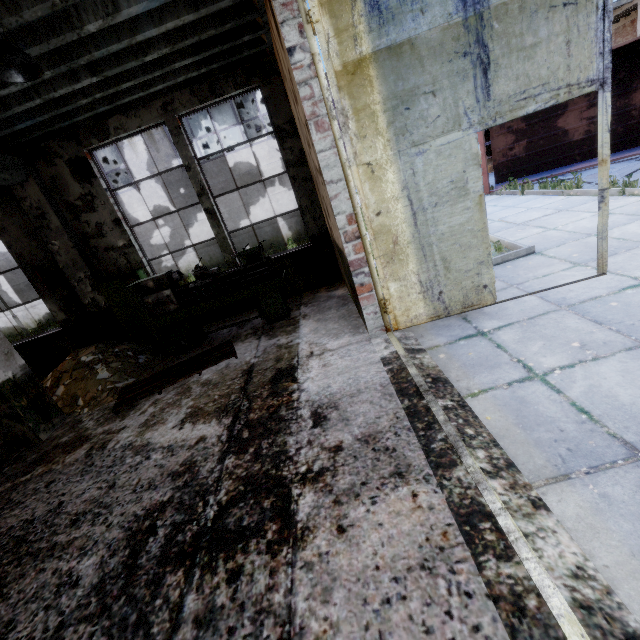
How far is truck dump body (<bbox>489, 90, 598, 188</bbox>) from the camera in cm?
1089

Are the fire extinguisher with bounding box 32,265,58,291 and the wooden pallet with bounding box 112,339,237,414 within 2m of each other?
no

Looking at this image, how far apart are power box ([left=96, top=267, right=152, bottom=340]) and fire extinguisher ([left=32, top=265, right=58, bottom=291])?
1.06m

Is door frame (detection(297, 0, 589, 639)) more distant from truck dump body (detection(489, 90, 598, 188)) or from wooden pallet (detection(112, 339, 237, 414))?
truck dump body (detection(489, 90, 598, 188))

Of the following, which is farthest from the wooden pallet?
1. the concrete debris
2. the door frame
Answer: the door frame

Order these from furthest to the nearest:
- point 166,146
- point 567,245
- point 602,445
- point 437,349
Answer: point 166,146 < point 567,245 < point 437,349 < point 602,445

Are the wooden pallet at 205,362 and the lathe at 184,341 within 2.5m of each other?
yes

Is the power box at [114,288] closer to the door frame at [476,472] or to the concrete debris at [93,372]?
the concrete debris at [93,372]
